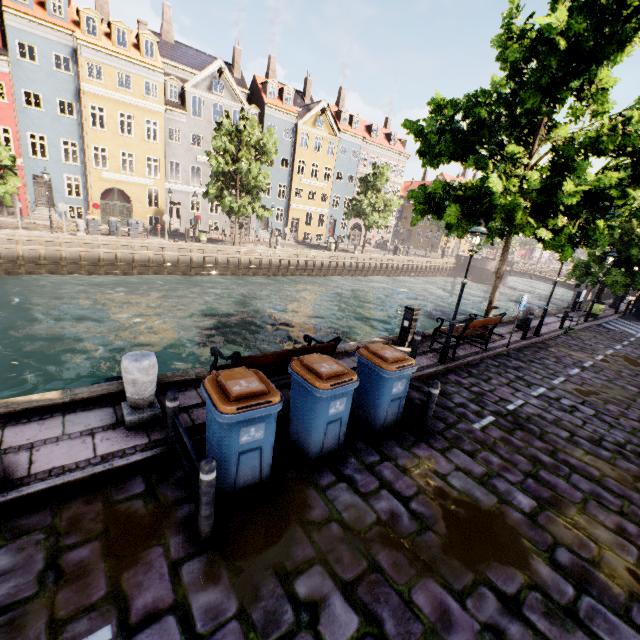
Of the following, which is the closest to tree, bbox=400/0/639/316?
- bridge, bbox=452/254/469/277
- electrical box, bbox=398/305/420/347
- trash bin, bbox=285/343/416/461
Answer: bridge, bbox=452/254/469/277

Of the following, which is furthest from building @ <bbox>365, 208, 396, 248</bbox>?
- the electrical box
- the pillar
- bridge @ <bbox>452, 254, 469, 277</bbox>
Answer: the pillar

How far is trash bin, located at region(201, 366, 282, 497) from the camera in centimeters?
371cm

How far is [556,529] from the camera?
4.37m

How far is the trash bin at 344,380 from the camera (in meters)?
4.57

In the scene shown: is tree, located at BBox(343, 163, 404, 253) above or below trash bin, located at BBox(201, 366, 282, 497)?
above

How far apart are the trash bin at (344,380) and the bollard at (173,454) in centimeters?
154cm

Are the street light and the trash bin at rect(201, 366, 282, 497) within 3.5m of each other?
no
